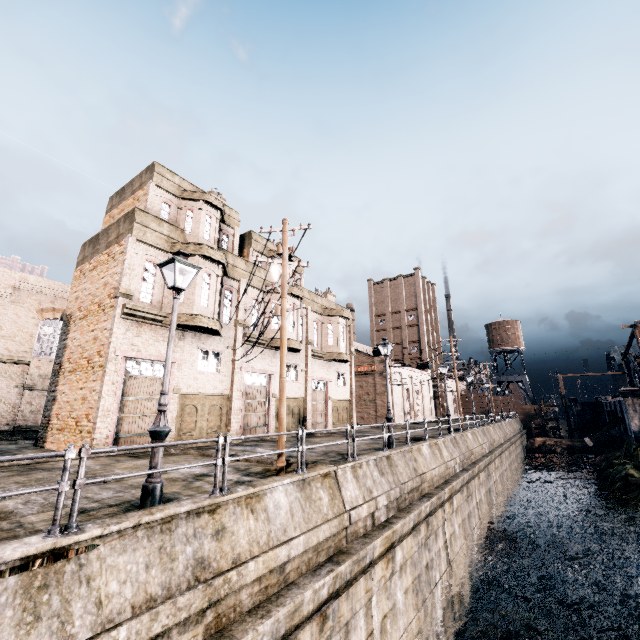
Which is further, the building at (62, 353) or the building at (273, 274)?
the building at (273, 274)

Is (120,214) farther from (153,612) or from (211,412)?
(153,612)

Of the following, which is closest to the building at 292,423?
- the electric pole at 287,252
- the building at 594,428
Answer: the electric pole at 287,252

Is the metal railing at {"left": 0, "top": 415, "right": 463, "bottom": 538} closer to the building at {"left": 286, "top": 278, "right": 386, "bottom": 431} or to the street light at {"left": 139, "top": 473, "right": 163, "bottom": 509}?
the street light at {"left": 139, "top": 473, "right": 163, "bottom": 509}

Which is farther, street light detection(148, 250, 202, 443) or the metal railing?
street light detection(148, 250, 202, 443)

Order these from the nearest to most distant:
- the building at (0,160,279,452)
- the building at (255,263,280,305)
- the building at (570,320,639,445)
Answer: the building at (0,160,279,452)
the building at (255,263,280,305)
the building at (570,320,639,445)

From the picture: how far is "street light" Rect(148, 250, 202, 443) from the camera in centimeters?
698cm
